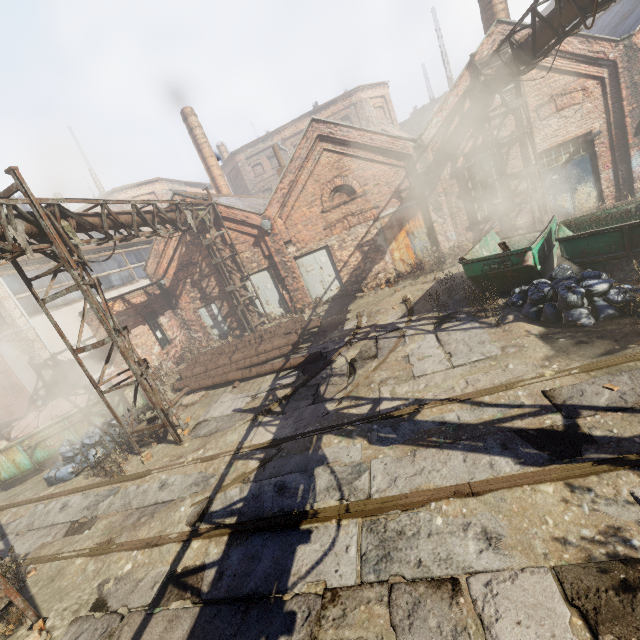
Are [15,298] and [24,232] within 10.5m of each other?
yes

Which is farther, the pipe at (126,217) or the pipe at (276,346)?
the pipe at (276,346)

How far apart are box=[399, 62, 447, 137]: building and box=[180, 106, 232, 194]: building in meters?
31.9 m

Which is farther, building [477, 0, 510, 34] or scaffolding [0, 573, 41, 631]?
building [477, 0, 510, 34]

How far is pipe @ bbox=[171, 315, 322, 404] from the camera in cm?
1038

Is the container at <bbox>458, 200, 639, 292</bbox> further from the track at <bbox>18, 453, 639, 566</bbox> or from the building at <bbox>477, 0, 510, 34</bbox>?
the building at <bbox>477, 0, 510, 34</bbox>

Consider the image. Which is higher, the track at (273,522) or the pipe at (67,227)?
the pipe at (67,227)

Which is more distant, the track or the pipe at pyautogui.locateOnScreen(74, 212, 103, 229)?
the pipe at pyautogui.locateOnScreen(74, 212, 103, 229)
